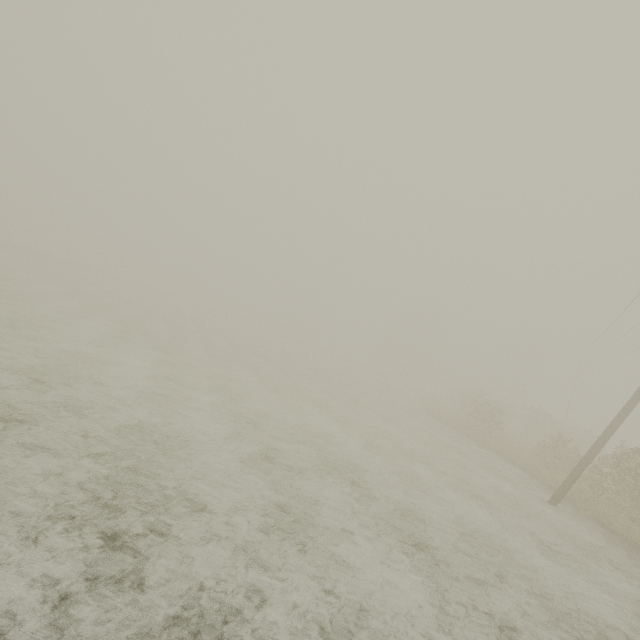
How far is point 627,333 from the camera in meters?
23.8 m

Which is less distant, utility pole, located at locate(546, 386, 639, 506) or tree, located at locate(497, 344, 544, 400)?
utility pole, located at locate(546, 386, 639, 506)

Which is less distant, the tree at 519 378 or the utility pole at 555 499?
the utility pole at 555 499

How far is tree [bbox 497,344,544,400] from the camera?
56.8 meters

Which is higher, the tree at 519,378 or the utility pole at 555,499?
the tree at 519,378

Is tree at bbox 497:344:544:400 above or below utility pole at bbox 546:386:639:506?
above
